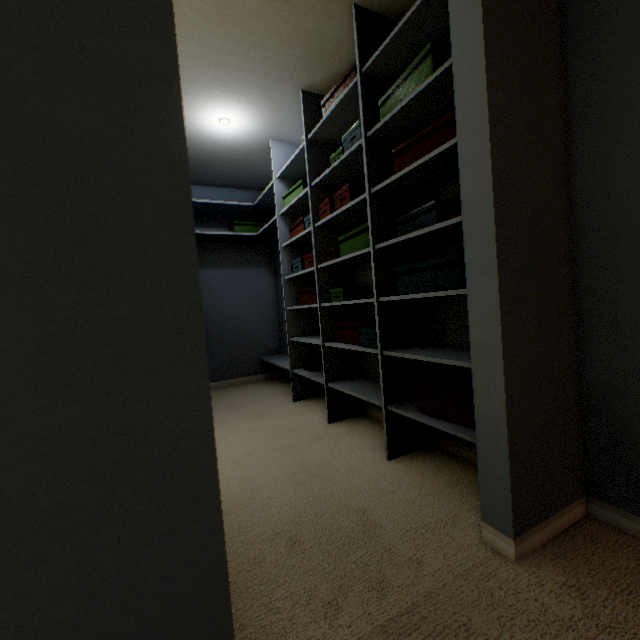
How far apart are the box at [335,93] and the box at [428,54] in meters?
0.3 m

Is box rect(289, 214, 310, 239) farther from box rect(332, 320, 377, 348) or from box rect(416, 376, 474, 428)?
box rect(416, 376, 474, 428)

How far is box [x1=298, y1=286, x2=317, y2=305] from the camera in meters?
Answer: 2.7 m

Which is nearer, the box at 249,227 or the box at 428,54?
the box at 428,54

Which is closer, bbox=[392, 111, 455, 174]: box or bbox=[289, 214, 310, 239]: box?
bbox=[392, 111, 455, 174]: box

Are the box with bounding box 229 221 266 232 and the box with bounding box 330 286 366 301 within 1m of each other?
no

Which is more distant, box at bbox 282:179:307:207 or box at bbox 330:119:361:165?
box at bbox 282:179:307:207

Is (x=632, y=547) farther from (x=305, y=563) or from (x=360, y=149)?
(x=360, y=149)
